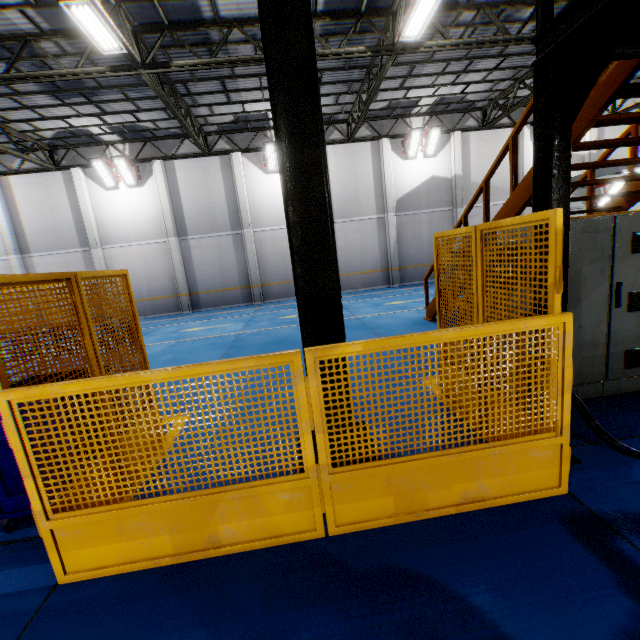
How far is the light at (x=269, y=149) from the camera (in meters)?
15.87

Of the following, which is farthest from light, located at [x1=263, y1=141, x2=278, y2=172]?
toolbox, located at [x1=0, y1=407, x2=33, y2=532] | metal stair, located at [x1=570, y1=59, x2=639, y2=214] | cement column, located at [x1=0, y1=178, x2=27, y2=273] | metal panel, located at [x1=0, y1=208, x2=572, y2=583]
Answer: toolbox, located at [x1=0, y1=407, x2=33, y2=532]

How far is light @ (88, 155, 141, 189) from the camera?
15.4 meters

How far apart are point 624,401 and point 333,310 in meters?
3.8 m

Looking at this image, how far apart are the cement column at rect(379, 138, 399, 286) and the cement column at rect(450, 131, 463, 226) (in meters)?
3.35

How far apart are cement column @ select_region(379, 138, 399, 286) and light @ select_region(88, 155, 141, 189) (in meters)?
12.65

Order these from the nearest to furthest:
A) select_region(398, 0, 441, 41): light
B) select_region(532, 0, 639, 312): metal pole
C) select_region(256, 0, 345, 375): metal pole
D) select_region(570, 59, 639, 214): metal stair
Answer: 1. select_region(532, 0, 639, 312): metal pole
2. select_region(256, 0, 345, 375): metal pole
3. select_region(570, 59, 639, 214): metal stair
4. select_region(398, 0, 441, 41): light

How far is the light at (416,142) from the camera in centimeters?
1642cm
